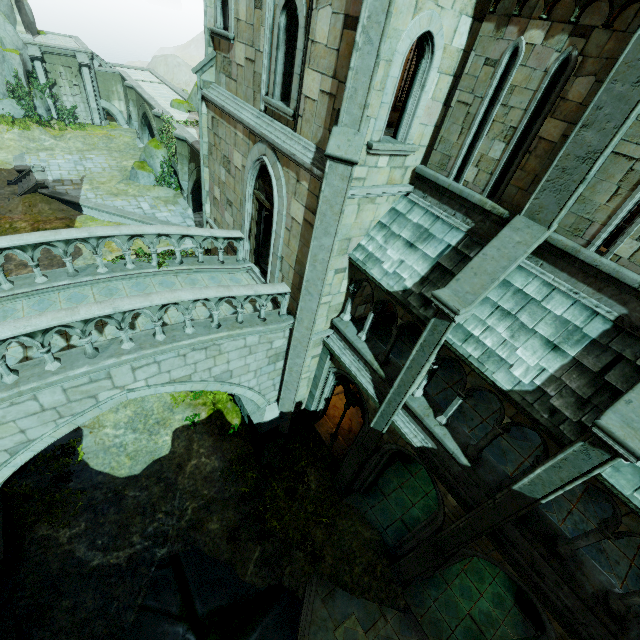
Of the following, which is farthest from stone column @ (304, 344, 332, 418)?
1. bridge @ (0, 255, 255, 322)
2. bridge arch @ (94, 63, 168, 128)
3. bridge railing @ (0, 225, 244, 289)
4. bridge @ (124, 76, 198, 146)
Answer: bridge arch @ (94, 63, 168, 128)

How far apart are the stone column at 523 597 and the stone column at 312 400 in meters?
9.0 m

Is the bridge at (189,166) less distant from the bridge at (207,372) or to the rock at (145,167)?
the rock at (145,167)

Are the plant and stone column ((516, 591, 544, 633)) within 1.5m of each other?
no

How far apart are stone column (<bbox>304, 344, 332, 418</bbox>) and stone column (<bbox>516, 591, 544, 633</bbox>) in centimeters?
901cm

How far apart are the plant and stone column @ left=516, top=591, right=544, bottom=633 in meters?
8.2 m

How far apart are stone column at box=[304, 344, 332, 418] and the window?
0.0 meters

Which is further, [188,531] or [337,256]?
[188,531]
